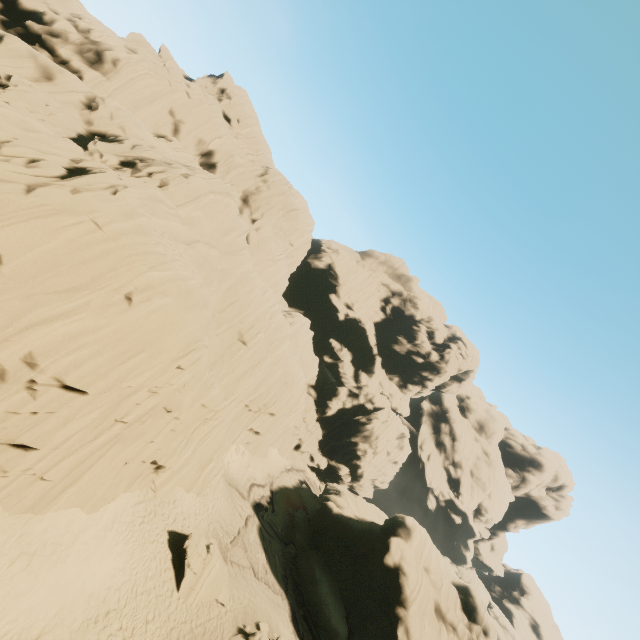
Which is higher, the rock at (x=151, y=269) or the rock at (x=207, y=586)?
the rock at (x=151, y=269)

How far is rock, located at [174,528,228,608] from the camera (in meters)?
18.01

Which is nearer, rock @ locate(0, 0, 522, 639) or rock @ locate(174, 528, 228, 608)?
rock @ locate(0, 0, 522, 639)

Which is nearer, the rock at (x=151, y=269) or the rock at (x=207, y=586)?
the rock at (x=151, y=269)

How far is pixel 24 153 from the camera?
12.8m

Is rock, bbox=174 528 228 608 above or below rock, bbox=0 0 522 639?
below
